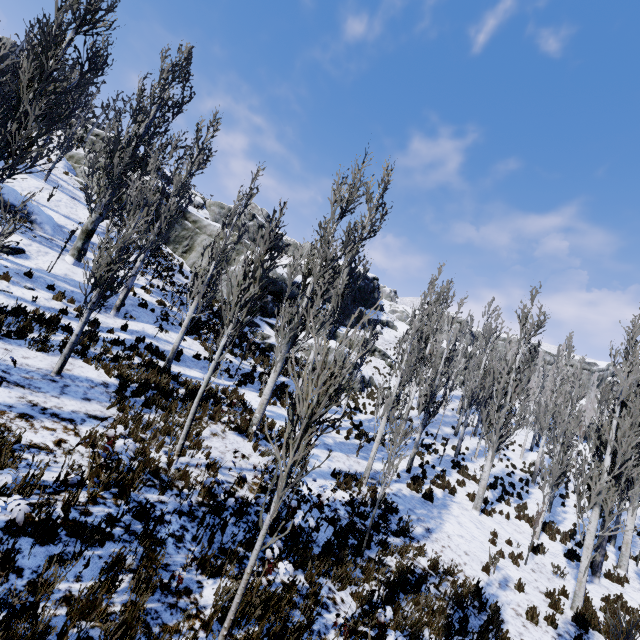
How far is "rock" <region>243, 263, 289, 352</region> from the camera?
21.9 meters

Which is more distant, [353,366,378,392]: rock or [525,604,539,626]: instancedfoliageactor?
[353,366,378,392]: rock

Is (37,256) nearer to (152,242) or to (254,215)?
(152,242)

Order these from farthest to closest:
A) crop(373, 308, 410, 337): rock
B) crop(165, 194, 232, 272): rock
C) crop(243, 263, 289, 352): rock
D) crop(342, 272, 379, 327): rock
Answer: crop(373, 308, 410, 337): rock < crop(342, 272, 379, 327): rock < crop(165, 194, 232, 272): rock < crop(243, 263, 289, 352): rock

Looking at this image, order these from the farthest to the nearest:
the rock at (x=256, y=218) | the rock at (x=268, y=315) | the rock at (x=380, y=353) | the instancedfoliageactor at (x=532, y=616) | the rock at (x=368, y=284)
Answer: the rock at (x=256, y=218) < the rock at (x=368, y=284) < the rock at (x=380, y=353) < the rock at (x=268, y=315) < the instancedfoliageactor at (x=532, y=616)

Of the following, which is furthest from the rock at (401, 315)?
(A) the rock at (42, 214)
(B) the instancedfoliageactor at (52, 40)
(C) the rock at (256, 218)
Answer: (A) the rock at (42, 214)

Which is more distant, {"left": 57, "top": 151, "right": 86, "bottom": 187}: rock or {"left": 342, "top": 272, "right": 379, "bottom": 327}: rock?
{"left": 342, "top": 272, "right": 379, "bottom": 327}: rock
